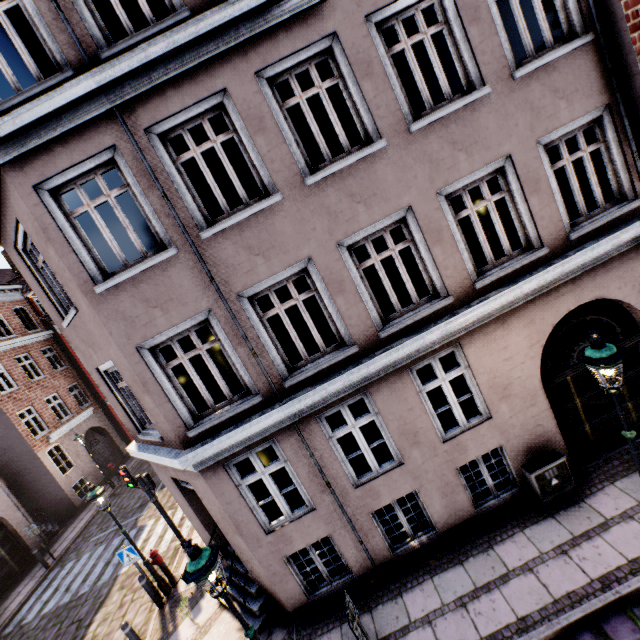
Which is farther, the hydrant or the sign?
the hydrant

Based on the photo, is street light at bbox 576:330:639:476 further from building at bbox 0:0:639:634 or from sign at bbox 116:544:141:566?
building at bbox 0:0:639:634

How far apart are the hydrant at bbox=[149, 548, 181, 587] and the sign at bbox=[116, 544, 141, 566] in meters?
0.5 m

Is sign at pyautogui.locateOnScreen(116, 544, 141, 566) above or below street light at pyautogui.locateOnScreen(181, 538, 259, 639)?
below

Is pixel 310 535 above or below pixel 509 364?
below

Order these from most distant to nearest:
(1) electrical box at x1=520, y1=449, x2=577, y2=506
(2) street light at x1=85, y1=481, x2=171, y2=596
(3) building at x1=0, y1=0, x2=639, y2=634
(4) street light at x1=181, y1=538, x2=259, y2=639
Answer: (2) street light at x1=85, y1=481, x2=171, y2=596, (1) electrical box at x1=520, y1=449, x2=577, y2=506, (3) building at x1=0, y1=0, x2=639, y2=634, (4) street light at x1=181, y1=538, x2=259, y2=639

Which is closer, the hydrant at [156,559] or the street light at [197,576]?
the street light at [197,576]

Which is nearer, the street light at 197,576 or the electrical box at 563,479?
the street light at 197,576
